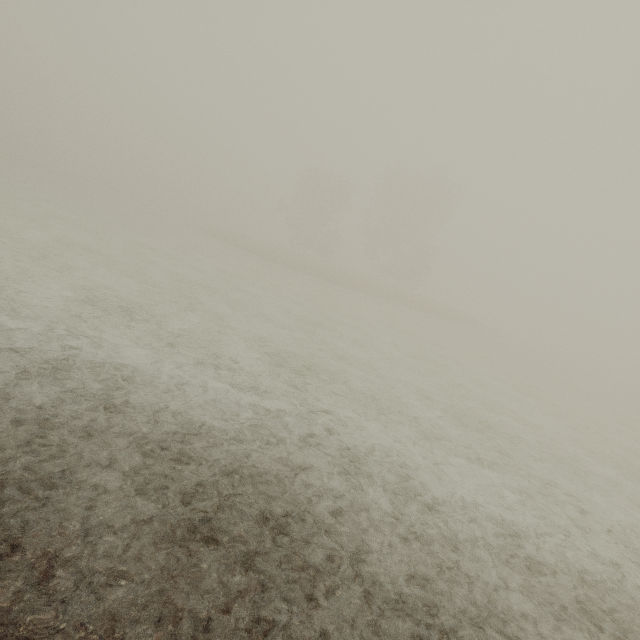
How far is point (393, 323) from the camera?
21.2 meters
